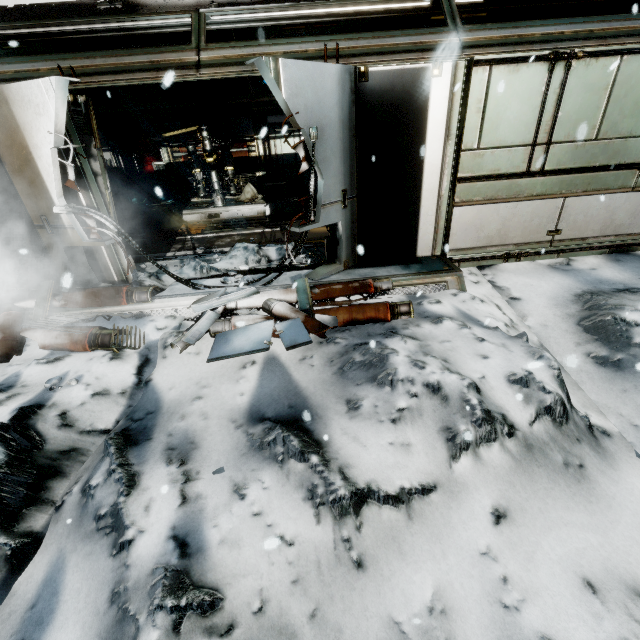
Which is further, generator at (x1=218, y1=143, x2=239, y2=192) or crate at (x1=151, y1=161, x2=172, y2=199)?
crate at (x1=151, y1=161, x2=172, y2=199)

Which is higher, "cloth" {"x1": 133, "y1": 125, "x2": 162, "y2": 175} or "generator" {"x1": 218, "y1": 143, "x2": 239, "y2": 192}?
"cloth" {"x1": 133, "y1": 125, "x2": 162, "y2": 175}

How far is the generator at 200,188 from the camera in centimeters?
1043cm

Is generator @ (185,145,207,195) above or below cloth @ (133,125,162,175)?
below

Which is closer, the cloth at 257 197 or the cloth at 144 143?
the cloth at 257 197

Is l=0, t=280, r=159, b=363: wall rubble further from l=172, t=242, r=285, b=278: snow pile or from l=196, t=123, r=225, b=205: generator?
l=196, t=123, r=225, b=205: generator

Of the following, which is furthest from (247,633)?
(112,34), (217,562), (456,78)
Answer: (112,34)

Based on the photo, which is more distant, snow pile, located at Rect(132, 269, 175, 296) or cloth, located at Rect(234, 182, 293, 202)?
cloth, located at Rect(234, 182, 293, 202)
